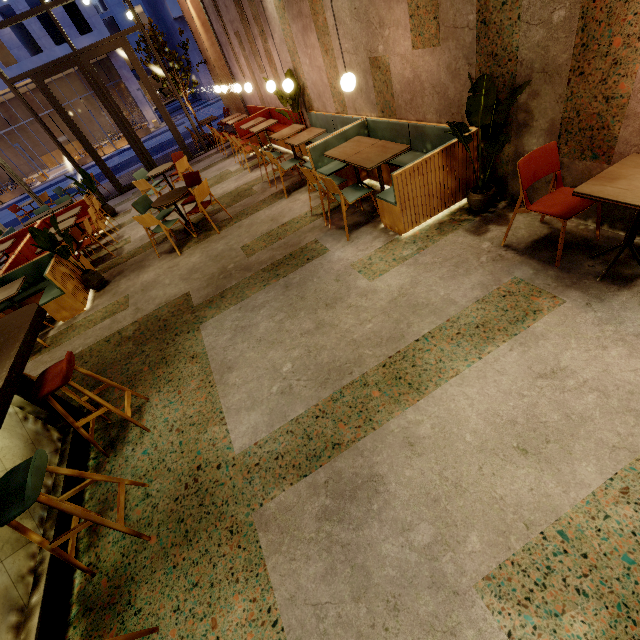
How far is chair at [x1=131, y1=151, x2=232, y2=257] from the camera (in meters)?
5.66

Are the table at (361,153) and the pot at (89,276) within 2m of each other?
no

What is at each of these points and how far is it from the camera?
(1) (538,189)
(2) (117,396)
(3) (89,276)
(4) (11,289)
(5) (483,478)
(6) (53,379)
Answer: (1) building, 3.5 meters
(2) building, 3.7 meters
(3) pot, 5.8 meters
(4) table, 5.1 meters
(5) building, 2.0 meters
(6) chair, 2.6 meters

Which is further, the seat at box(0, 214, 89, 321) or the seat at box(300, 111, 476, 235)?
the seat at box(0, 214, 89, 321)

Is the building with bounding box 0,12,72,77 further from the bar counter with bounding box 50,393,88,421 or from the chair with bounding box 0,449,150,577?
the chair with bounding box 0,449,150,577

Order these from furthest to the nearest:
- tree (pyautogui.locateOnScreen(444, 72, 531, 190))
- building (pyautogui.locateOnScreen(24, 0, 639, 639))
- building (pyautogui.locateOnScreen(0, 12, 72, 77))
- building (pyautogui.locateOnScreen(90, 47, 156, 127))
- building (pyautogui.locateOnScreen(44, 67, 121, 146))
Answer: building (pyautogui.locateOnScreen(44, 67, 121, 146))
building (pyautogui.locateOnScreen(90, 47, 156, 127))
building (pyautogui.locateOnScreen(0, 12, 72, 77))
tree (pyautogui.locateOnScreen(444, 72, 531, 190))
building (pyautogui.locateOnScreen(24, 0, 639, 639))

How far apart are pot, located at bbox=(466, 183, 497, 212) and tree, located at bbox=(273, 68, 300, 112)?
5.03m

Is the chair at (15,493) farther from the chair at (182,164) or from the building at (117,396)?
the chair at (182,164)
